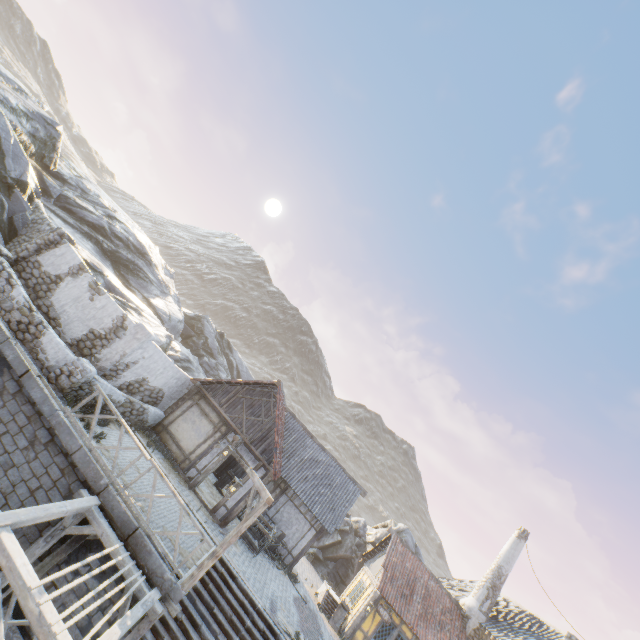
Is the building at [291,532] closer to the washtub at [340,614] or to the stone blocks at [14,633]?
the stone blocks at [14,633]

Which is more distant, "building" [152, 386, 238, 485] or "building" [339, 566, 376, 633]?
"building" [339, 566, 376, 633]

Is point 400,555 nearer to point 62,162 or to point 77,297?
point 77,297

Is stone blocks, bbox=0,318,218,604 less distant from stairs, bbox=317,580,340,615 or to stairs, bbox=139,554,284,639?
stairs, bbox=139,554,284,639

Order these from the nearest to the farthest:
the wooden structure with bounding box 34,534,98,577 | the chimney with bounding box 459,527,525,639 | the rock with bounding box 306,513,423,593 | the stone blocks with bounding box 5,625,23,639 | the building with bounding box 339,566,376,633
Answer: the stone blocks with bounding box 5,625,23,639 < the wooden structure with bounding box 34,534,98,577 < the building with bounding box 339,566,376,633 < the chimney with bounding box 459,527,525,639 < the rock with bounding box 306,513,423,593

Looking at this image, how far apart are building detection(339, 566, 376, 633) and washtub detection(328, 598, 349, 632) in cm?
3

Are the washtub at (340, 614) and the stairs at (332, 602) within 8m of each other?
yes

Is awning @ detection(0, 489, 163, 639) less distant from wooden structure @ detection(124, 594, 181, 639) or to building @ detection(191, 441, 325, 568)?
wooden structure @ detection(124, 594, 181, 639)
